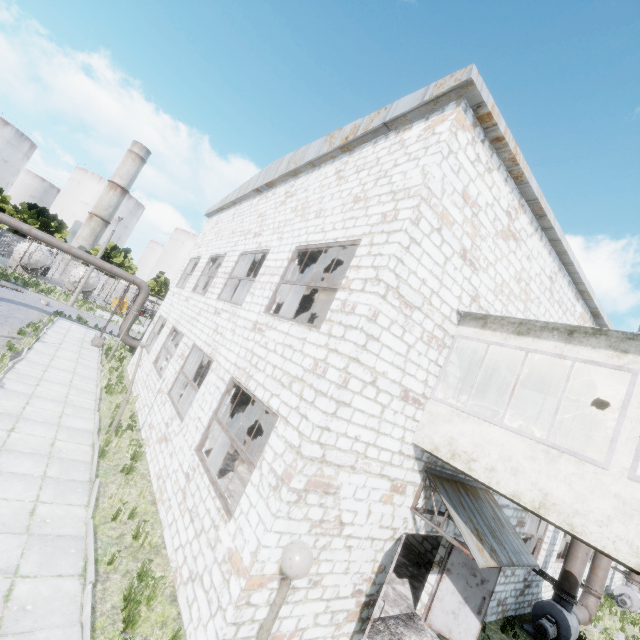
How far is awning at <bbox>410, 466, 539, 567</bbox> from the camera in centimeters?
623cm

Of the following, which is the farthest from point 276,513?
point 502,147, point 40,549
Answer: point 502,147

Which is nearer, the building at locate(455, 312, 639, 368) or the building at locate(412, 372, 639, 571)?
the building at locate(412, 372, 639, 571)

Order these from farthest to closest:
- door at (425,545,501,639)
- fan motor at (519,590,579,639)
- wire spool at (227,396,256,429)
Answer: wire spool at (227,396,256,429), fan motor at (519,590,579,639), door at (425,545,501,639)

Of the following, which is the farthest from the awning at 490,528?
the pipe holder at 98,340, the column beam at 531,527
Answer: the pipe holder at 98,340

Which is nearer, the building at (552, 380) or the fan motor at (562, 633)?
the building at (552, 380)

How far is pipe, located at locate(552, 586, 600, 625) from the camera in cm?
1124

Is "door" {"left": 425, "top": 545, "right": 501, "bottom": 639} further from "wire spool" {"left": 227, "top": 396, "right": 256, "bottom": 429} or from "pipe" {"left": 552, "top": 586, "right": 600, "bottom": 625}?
"wire spool" {"left": 227, "top": 396, "right": 256, "bottom": 429}
